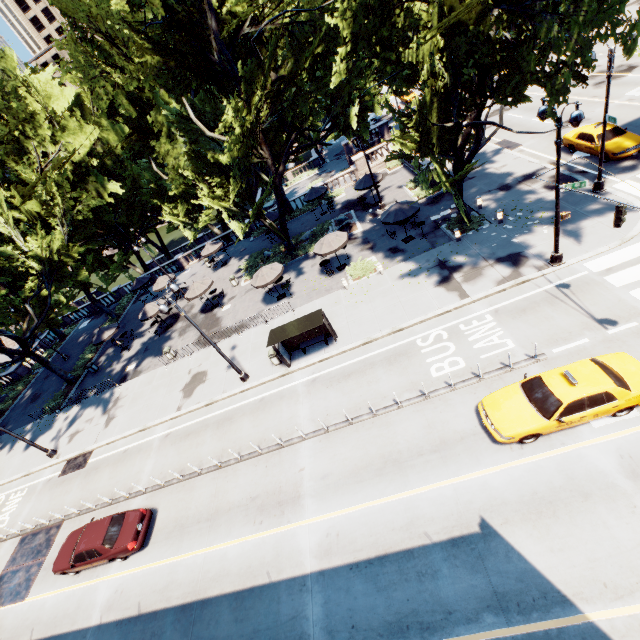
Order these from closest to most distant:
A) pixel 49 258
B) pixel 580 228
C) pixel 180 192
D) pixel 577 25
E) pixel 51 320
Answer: pixel 577 25
pixel 580 228
pixel 49 258
pixel 51 320
pixel 180 192

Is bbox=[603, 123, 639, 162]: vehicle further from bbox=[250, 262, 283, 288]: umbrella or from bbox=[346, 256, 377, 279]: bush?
bbox=[250, 262, 283, 288]: umbrella

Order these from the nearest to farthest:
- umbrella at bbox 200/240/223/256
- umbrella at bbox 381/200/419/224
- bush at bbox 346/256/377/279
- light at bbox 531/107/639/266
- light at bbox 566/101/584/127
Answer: light at bbox 566/101/584/127
light at bbox 531/107/639/266
umbrella at bbox 381/200/419/224
bush at bbox 346/256/377/279
umbrella at bbox 200/240/223/256

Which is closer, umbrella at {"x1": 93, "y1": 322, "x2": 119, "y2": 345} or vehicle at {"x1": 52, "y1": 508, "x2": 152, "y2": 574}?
vehicle at {"x1": 52, "y1": 508, "x2": 152, "y2": 574}

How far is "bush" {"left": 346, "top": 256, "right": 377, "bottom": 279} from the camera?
22.41m

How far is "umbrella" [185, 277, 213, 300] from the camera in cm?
2753

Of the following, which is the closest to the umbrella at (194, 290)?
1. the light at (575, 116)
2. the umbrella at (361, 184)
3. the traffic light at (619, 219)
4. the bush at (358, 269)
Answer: the bush at (358, 269)

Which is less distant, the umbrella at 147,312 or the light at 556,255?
the light at 556,255
